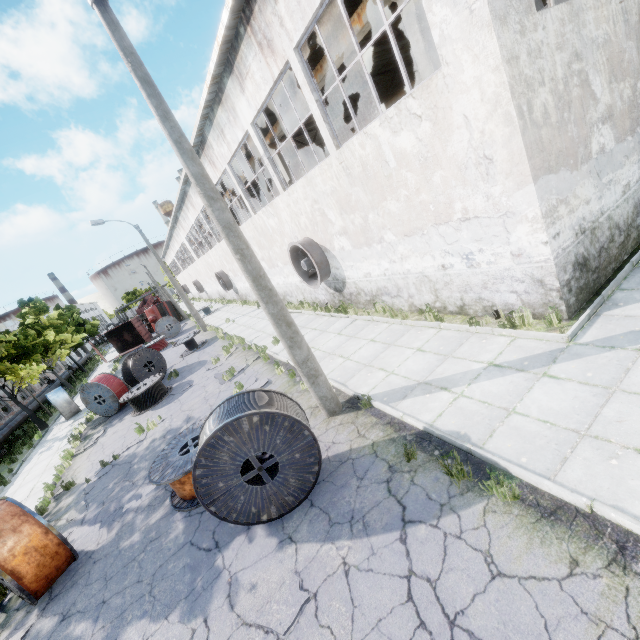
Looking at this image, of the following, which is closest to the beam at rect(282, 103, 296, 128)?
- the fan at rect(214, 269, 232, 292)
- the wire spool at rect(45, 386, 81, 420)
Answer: the fan at rect(214, 269, 232, 292)

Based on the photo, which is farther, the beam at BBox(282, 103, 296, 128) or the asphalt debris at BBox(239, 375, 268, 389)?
the beam at BBox(282, 103, 296, 128)

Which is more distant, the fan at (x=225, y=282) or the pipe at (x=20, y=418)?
the fan at (x=225, y=282)

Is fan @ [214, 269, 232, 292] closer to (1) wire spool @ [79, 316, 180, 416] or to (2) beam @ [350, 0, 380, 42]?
(2) beam @ [350, 0, 380, 42]

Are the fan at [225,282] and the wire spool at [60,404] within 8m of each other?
no

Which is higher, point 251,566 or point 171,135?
point 171,135

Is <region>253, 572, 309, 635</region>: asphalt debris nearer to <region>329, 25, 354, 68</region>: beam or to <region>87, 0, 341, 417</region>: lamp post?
<region>87, 0, 341, 417</region>: lamp post

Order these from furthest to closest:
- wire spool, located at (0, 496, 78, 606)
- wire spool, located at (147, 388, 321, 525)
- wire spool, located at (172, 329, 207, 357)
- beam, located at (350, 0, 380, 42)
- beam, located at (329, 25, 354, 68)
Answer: wire spool, located at (172, 329, 207, 357) < beam, located at (329, 25, 354, 68) < beam, located at (350, 0, 380, 42) < wire spool, located at (0, 496, 78, 606) < wire spool, located at (147, 388, 321, 525)
